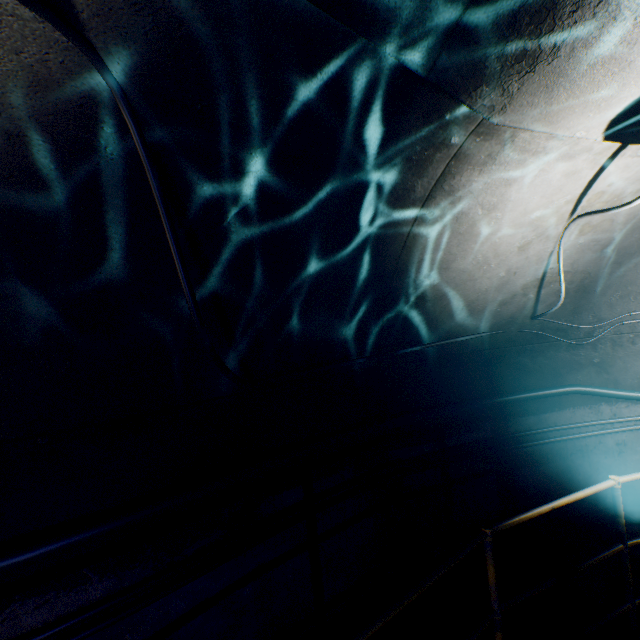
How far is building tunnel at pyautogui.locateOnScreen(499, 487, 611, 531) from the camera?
4.0 meters

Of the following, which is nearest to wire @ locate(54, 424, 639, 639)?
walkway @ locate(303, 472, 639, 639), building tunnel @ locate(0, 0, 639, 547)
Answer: building tunnel @ locate(0, 0, 639, 547)

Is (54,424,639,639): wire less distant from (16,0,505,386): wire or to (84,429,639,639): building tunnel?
(84,429,639,639): building tunnel

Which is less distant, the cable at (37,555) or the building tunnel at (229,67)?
the building tunnel at (229,67)

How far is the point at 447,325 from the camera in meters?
3.6 m

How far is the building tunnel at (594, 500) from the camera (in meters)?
4.00

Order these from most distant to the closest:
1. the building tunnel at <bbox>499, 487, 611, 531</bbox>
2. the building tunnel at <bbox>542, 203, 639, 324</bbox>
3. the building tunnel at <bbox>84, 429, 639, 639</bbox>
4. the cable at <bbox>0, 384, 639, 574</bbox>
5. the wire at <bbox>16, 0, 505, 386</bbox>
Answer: the building tunnel at <bbox>499, 487, 611, 531</bbox> < the building tunnel at <bbox>542, 203, 639, 324</bbox> < the building tunnel at <bbox>84, 429, 639, 639</bbox> < the cable at <bbox>0, 384, 639, 574</bbox> < the wire at <bbox>16, 0, 505, 386</bbox>
